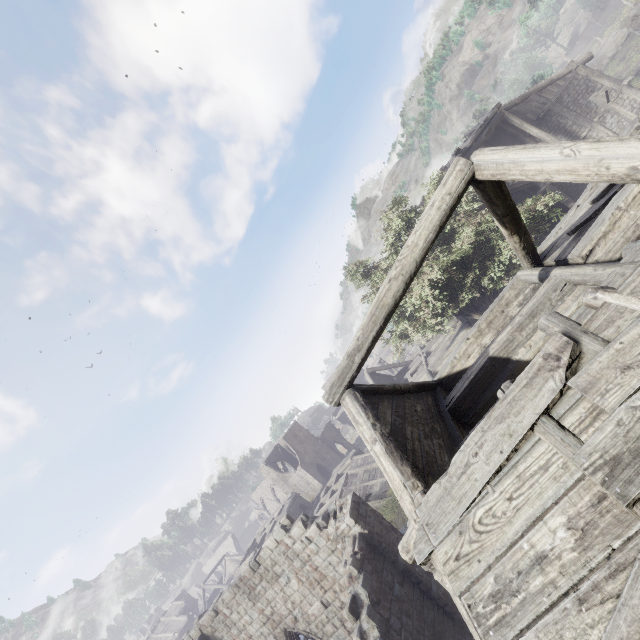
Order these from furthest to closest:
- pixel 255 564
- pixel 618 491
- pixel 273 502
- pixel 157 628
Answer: pixel 273 502 < pixel 157 628 < pixel 255 564 < pixel 618 491

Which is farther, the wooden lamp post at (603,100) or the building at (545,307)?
the wooden lamp post at (603,100)

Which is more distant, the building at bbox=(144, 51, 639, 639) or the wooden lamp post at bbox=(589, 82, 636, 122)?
the wooden lamp post at bbox=(589, 82, 636, 122)
